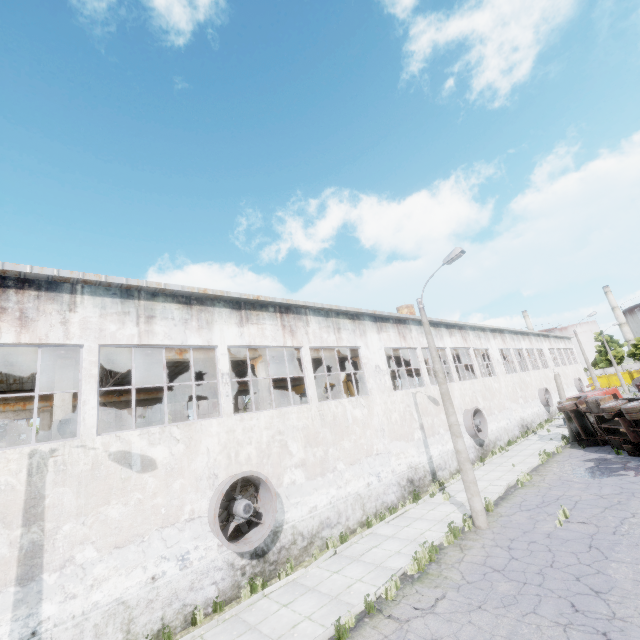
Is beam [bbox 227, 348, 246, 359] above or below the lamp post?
above

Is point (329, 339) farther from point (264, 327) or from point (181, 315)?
point (181, 315)

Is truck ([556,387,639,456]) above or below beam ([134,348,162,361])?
below

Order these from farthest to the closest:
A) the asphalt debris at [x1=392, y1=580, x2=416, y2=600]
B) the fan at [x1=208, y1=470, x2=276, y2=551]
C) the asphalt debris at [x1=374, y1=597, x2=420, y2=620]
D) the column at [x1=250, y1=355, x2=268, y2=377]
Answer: the column at [x1=250, y1=355, x2=268, y2=377] → the fan at [x1=208, y1=470, x2=276, y2=551] → the asphalt debris at [x1=392, y1=580, x2=416, y2=600] → the asphalt debris at [x1=374, y1=597, x2=420, y2=620]

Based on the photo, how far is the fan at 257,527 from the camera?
9.7m

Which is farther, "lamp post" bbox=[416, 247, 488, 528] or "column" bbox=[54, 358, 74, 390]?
"lamp post" bbox=[416, 247, 488, 528]

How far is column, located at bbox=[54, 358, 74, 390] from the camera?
10.88m

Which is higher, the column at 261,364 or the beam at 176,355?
the beam at 176,355
